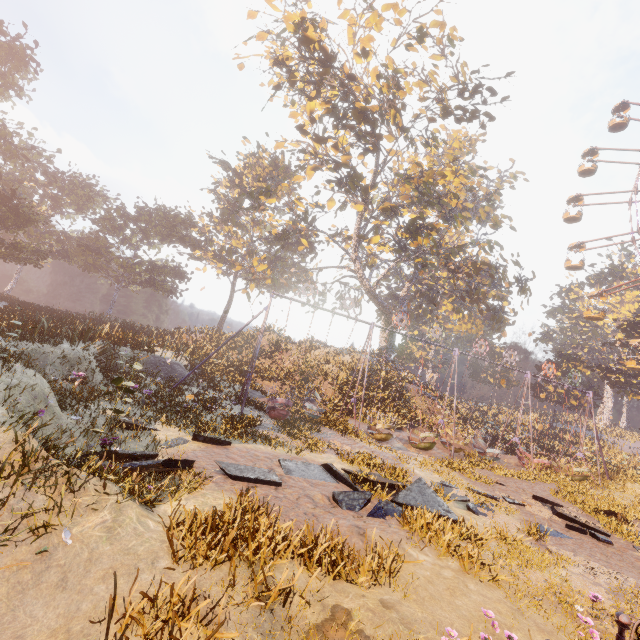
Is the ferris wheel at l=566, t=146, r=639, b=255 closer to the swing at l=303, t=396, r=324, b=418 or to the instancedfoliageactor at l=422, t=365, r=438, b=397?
the swing at l=303, t=396, r=324, b=418

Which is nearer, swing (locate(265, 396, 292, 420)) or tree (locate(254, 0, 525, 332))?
swing (locate(265, 396, 292, 420))

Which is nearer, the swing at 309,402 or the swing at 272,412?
the swing at 272,412

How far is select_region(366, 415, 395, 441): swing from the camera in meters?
16.9 m

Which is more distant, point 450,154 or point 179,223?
point 179,223

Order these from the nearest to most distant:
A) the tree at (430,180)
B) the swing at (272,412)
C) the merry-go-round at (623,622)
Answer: the merry-go-round at (623,622) → the swing at (272,412) → the tree at (430,180)

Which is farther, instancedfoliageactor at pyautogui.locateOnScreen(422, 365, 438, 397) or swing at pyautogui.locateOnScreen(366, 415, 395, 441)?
instancedfoliageactor at pyautogui.locateOnScreen(422, 365, 438, 397)
